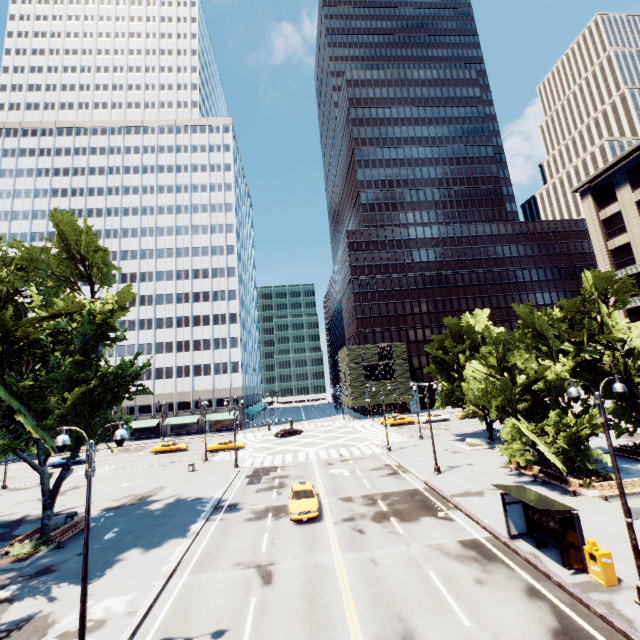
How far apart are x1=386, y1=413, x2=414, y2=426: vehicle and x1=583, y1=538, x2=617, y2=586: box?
43.1m

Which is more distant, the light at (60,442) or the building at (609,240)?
the building at (609,240)

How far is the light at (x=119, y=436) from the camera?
10.8 meters

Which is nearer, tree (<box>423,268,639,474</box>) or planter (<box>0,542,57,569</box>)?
planter (<box>0,542,57,569</box>)

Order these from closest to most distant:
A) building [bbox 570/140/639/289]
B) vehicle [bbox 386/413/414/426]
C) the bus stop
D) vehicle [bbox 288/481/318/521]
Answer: the bus stop
vehicle [bbox 288/481/318/521]
building [bbox 570/140/639/289]
vehicle [bbox 386/413/414/426]

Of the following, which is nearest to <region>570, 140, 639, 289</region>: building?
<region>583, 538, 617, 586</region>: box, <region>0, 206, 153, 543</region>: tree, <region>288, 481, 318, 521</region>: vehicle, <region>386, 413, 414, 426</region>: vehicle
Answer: <region>0, 206, 153, 543</region>: tree

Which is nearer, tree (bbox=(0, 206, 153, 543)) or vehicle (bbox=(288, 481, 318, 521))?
tree (bbox=(0, 206, 153, 543))

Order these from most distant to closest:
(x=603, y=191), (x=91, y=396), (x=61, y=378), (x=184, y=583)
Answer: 1. (x=603, y=191)
2. (x=91, y=396)
3. (x=61, y=378)
4. (x=184, y=583)
